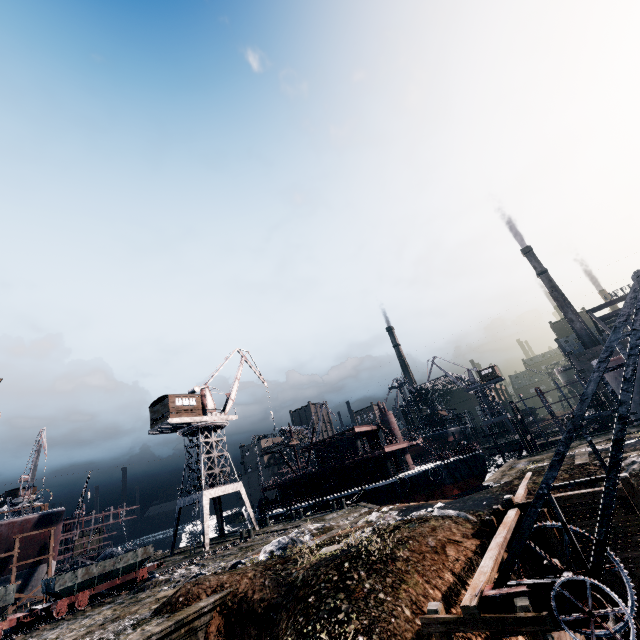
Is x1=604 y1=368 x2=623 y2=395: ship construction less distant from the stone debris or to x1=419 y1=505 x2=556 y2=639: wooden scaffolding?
the stone debris

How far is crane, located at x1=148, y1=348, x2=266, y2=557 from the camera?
36.88m

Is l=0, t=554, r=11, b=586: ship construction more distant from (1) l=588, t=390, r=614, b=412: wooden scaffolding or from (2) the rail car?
(1) l=588, t=390, r=614, b=412: wooden scaffolding

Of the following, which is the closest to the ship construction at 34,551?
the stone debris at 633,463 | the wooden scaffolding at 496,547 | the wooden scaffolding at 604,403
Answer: the wooden scaffolding at 496,547

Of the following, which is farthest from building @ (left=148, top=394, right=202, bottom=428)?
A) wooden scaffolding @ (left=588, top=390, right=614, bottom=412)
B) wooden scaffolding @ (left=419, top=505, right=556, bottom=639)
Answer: wooden scaffolding @ (left=588, top=390, right=614, bottom=412)

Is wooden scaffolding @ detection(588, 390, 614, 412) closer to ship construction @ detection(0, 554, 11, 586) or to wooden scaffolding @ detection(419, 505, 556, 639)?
wooden scaffolding @ detection(419, 505, 556, 639)

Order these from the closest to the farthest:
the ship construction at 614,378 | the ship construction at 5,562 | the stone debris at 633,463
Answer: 1. the stone debris at 633,463
2. the ship construction at 5,562
3. the ship construction at 614,378

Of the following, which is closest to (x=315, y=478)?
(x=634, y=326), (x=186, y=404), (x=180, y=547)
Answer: (x=180, y=547)
